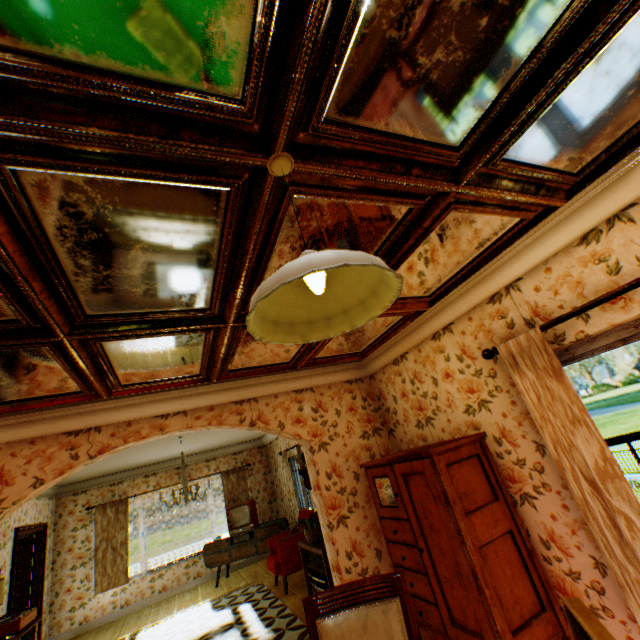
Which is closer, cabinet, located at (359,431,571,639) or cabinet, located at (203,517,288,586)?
cabinet, located at (359,431,571,639)

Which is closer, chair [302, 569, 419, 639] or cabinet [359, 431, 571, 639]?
chair [302, 569, 419, 639]

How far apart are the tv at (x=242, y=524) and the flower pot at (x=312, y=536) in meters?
3.5 m

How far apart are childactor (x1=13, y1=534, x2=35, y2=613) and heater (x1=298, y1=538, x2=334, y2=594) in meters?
5.9

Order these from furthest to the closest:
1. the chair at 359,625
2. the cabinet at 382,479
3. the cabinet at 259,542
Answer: the cabinet at 259,542
the cabinet at 382,479
the chair at 359,625

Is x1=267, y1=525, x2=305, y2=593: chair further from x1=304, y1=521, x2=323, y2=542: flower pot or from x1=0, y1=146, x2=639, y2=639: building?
x1=304, y1=521, x2=323, y2=542: flower pot

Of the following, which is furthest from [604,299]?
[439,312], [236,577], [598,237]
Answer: [236,577]

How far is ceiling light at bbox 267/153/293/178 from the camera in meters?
1.2 m
